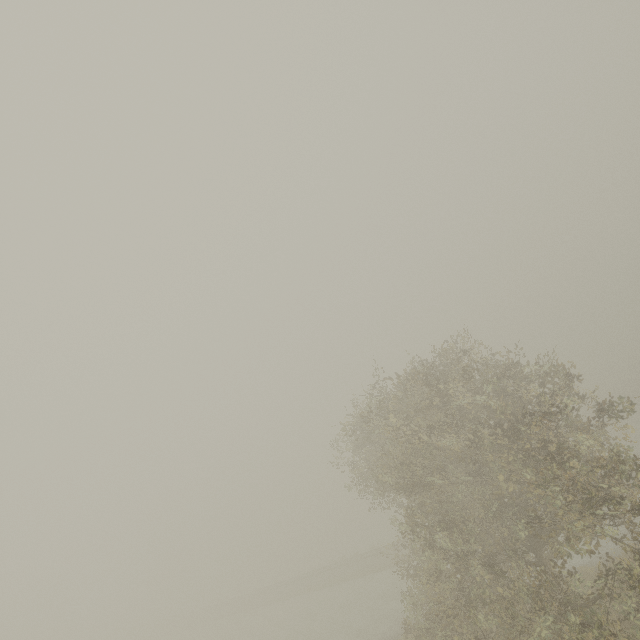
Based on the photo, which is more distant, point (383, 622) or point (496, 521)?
point (383, 622)
